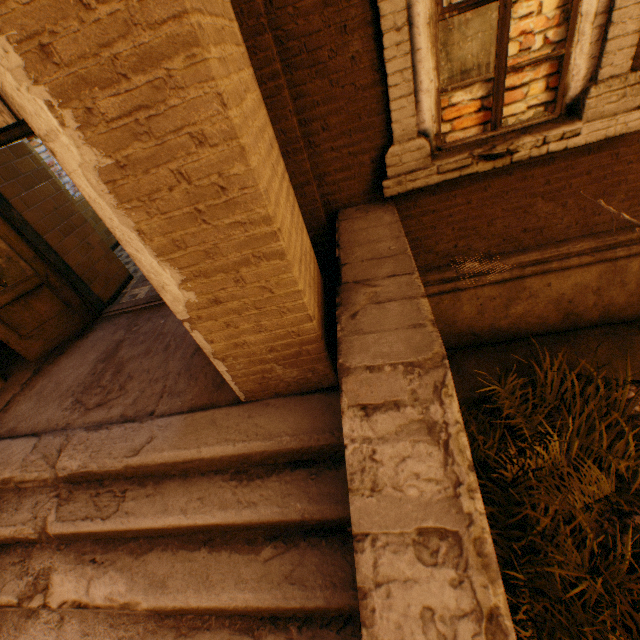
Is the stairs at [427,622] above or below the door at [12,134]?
below

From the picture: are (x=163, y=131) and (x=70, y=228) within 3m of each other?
no

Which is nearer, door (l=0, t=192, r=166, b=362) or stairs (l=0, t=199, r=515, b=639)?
stairs (l=0, t=199, r=515, b=639)

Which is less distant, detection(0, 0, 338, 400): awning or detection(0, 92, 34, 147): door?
detection(0, 0, 338, 400): awning

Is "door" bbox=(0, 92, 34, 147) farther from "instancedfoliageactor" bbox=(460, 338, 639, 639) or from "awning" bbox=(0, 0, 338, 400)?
"instancedfoliageactor" bbox=(460, 338, 639, 639)

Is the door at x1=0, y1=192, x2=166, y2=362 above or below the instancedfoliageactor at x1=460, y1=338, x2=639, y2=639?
above

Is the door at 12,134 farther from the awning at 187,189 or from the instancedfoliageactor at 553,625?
the instancedfoliageactor at 553,625
